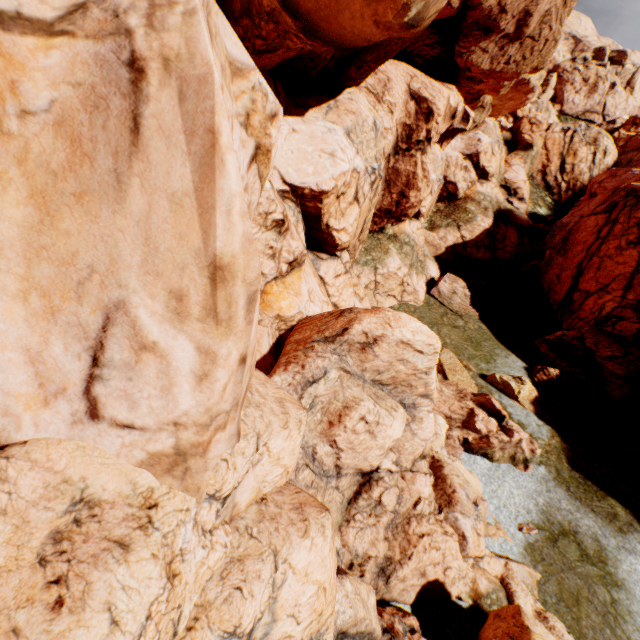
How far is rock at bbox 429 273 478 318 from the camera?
21.1 meters

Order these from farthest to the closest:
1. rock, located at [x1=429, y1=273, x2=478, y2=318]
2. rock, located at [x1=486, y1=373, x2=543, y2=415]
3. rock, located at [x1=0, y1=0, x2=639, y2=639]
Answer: rock, located at [x1=429, y1=273, x2=478, y2=318]
rock, located at [x1=486, y1=373, x2=543, y2=415]
rock, located at [x1=0, y1=0, x2=639, y2=639]

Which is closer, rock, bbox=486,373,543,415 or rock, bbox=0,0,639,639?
rock, bbox=0,0,639,639

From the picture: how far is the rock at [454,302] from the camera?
21.1m

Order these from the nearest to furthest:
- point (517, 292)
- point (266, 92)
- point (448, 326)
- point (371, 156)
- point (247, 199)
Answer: point (266, 92) < point (247, 199) < point (371, 156) < point (448, 326) < point (517, 292)

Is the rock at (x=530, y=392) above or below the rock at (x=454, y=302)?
below
